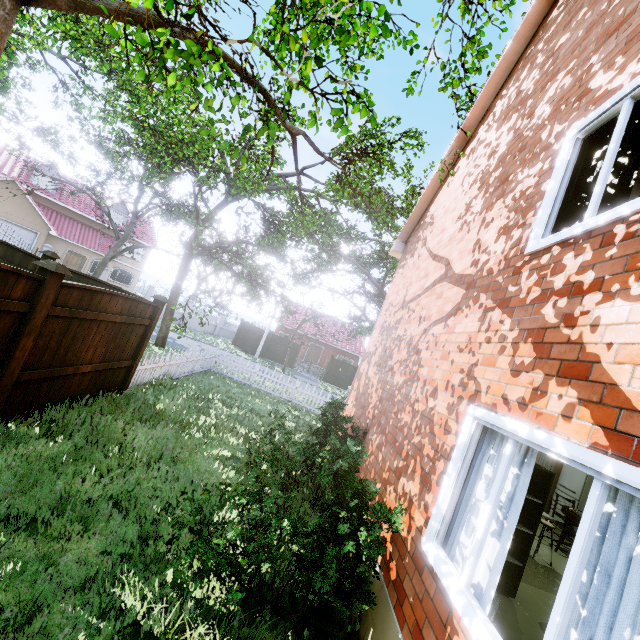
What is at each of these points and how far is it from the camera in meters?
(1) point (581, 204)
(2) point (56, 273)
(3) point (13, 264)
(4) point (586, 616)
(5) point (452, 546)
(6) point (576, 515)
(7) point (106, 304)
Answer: (1) curtain, 3.0 m
(2) fence post, 4.4 m
(3) fence, 7.6 m
(4) curtain, 1.7 m
(5) curtain, 2.8 m
(6) table, 6.8 m
(7) fence, 5.8 m

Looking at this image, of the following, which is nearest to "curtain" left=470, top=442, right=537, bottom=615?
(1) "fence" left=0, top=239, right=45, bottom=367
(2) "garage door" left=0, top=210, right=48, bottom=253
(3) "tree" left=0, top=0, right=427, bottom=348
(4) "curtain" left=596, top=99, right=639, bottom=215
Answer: (4) "curtain" left=596, top=99, right=639, bottom=215

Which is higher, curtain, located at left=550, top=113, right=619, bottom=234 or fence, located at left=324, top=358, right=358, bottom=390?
curtain, located at left=550, top=113, right=619, bottom=234

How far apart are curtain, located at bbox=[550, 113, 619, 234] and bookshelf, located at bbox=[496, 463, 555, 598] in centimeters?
249cm

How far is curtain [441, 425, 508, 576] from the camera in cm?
268

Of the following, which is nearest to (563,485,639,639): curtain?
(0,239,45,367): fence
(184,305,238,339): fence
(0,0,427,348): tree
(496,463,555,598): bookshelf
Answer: (496,463,555,598): bookshelf

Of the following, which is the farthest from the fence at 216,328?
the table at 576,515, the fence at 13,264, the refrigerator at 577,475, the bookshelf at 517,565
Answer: the bookshelf at 517,565

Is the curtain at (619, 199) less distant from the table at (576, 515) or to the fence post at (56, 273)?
the fence post at (56, 273)
